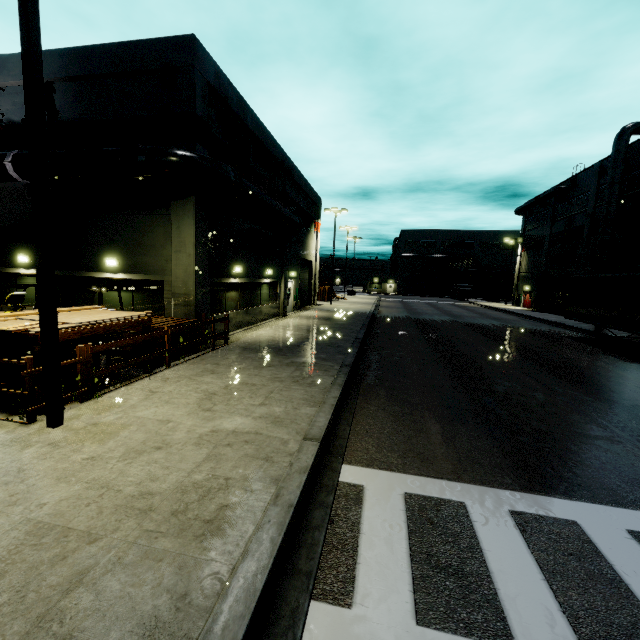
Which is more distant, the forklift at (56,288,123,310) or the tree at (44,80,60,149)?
the tree at (44,80,60,149)

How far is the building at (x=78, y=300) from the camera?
13.6m

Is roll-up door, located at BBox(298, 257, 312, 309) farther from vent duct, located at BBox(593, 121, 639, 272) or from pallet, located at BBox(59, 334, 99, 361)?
pallet, located at BBox(59, 334, 99, 361)

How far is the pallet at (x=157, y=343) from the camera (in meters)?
9.38

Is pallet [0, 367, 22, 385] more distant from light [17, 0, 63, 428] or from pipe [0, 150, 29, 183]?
pipe [0, 150, 29, 183]

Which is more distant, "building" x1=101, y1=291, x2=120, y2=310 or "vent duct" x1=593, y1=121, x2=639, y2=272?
"vent duct" x1=593, y1=121, x2=639, y2=272

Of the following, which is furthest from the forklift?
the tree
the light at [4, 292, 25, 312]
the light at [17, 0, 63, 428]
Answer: the tree

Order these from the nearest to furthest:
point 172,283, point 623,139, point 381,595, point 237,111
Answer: point 381,595 < point 172,283 < point 237,111 < point 623,139
